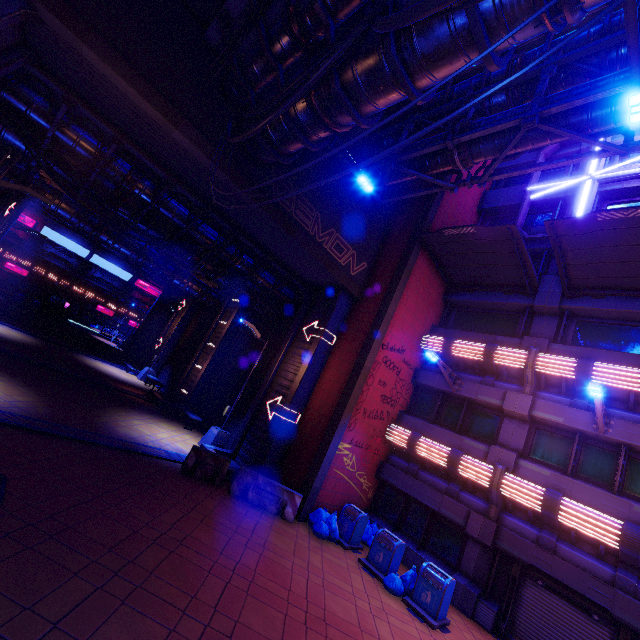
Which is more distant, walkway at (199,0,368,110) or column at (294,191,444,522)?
column at (294,191,444,522)

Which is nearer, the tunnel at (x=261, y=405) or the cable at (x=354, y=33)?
the cable at (x=354, y=33)

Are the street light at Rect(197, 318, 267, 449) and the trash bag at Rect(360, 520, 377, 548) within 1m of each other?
no

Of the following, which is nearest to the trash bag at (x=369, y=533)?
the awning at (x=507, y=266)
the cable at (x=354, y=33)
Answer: the awning at (x=507, y=266)

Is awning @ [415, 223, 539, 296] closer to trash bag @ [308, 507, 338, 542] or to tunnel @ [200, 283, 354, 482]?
tunnel @ [200, 283, 354, 482]

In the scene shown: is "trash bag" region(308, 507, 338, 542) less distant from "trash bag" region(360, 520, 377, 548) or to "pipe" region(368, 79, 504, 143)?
"trash bag" region(360, 520, 377, 548)

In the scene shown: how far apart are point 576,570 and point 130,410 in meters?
17.9

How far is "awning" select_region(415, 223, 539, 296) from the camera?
12.4 meters
